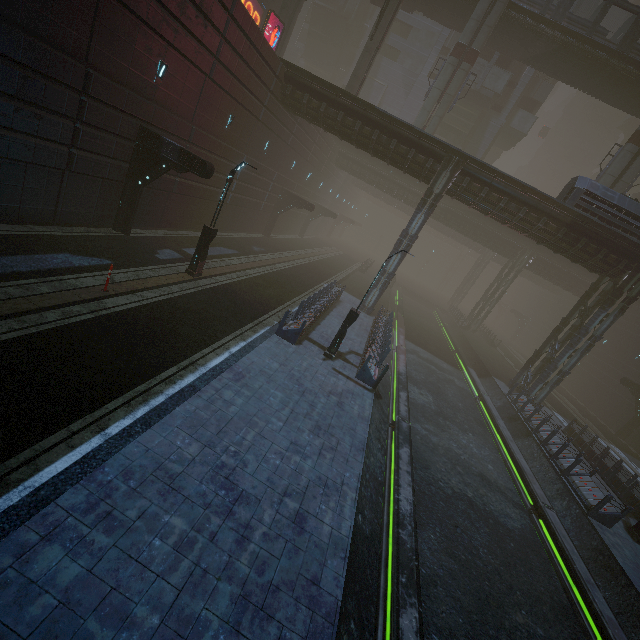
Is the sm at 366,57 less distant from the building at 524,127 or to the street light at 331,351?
the building at 524,127

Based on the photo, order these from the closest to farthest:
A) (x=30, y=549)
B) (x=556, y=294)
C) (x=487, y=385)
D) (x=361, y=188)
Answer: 1. (x=30, y=549)
2. (x=487, y=385)
3. (x=556, y=294)
4. (x=361, y=188)

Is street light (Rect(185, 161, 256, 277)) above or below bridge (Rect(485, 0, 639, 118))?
below

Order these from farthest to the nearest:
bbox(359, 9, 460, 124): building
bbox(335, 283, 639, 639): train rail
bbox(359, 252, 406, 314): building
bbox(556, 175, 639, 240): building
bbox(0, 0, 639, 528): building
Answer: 1. bbox(359, 9, 460, 124): building
2. bbox(359, 252, 406, 314): building
3. bbox(556, 175, 639, 240): building
4. bbox(0, 0, 639, 528): building
5. bbox(335, 283, 639, 639): train rail

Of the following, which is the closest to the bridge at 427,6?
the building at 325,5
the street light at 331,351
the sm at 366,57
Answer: the sm at 366,57

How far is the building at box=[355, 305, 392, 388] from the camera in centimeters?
1383cm

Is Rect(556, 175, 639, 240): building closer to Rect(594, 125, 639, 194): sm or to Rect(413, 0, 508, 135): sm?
Rect(413, 0, 508, 135): sm
